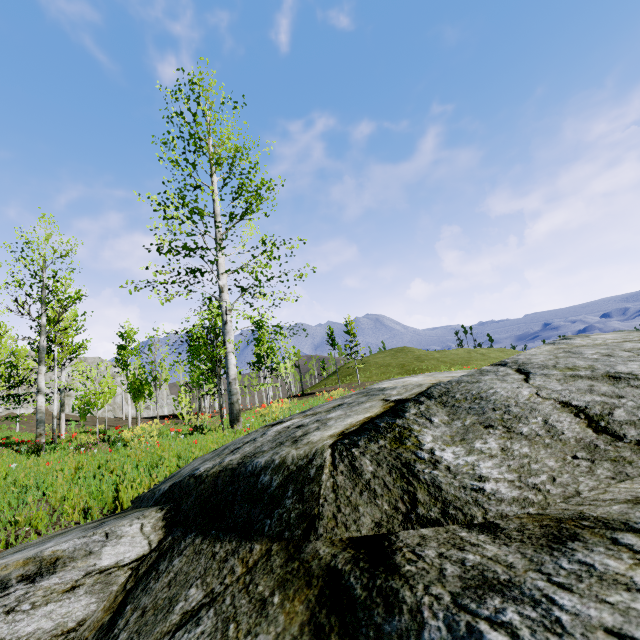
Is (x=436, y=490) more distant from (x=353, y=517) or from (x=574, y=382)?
(x=574, y=382)

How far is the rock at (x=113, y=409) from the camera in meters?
48.8 m

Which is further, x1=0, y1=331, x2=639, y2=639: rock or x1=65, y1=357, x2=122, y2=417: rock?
x1=65, y1=357, x2=122, y2=417: rock

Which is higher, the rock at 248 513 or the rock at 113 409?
the rock at 113 409

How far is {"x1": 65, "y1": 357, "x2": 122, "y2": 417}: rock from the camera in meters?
48.8

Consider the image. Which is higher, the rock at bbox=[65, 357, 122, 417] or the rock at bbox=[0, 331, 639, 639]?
the rock at bbox=[65, 357, 122, 417]
